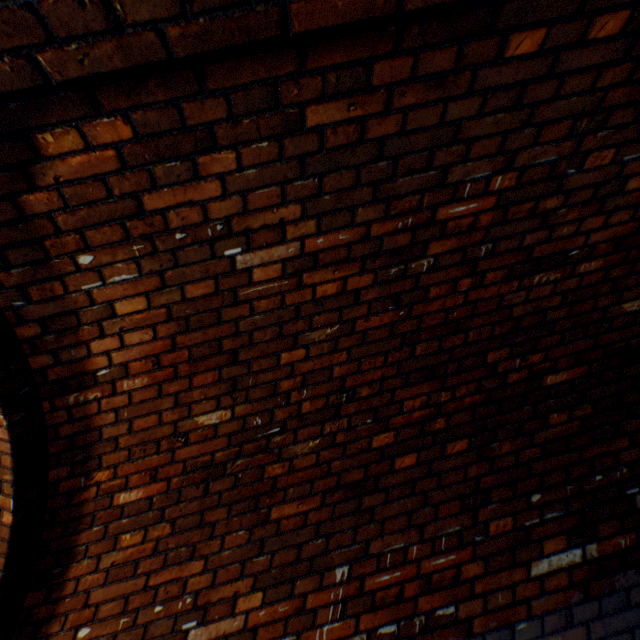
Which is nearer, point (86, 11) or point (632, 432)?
point (86, 11)
